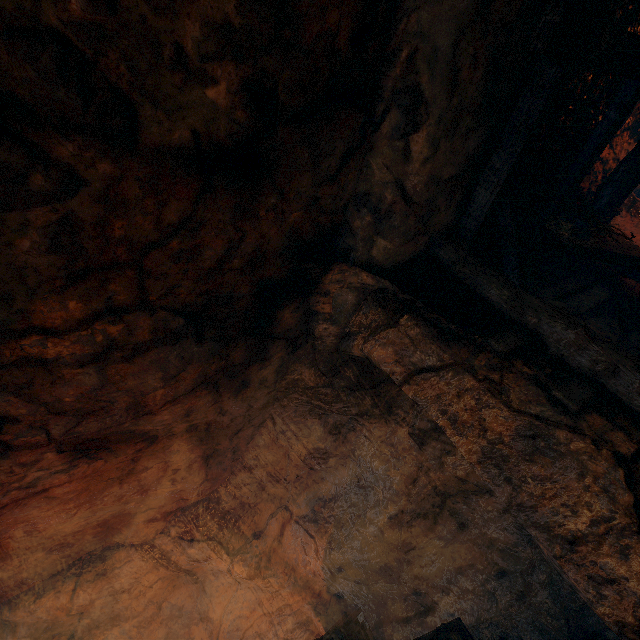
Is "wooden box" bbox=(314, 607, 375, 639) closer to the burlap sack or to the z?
the burlap sack

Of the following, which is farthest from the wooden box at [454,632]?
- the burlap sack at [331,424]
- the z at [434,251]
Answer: the z at [434,251]

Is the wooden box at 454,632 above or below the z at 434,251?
below

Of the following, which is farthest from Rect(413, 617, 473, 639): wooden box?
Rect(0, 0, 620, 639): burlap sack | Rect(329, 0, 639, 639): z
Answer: Rect(329, 0, 639, 639): z

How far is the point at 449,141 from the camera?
3.26m

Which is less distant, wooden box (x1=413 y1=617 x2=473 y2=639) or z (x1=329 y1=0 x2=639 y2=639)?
z (x1=329 y1=0 x2=639 y2=639)
